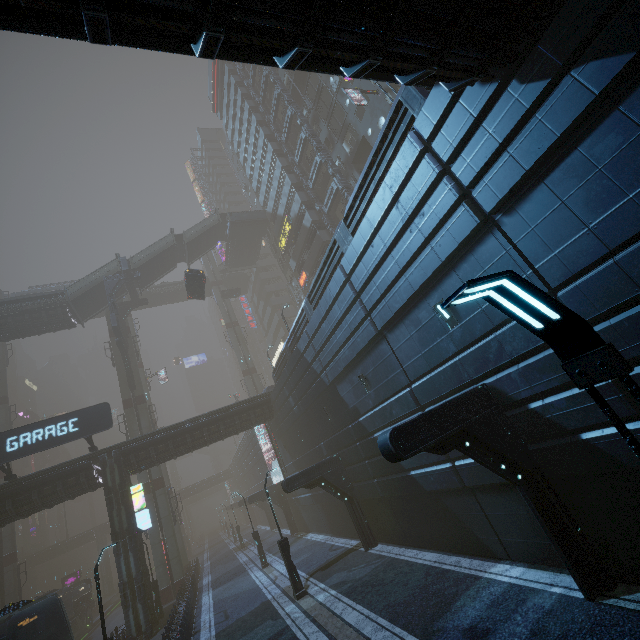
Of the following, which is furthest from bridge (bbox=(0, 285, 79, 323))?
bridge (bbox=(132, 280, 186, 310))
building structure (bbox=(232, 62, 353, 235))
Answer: building structure (bbox=(232, 62, 353, 235))

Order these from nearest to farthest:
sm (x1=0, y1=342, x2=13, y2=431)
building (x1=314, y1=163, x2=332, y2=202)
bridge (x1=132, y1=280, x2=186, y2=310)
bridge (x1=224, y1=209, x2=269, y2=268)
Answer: building (x1=314, y1=163, x2=332, y2=202)
sm (x1=0, y1=342, x2=13, y2=431)
bridge (x1=224, y1=209, x2=269, y2=268)
bridge (x1=132, y1=280, x2=186, y2=310)

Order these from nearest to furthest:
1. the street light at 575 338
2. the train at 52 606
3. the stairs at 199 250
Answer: the street light at 575 338, the train at 52 606, the stairs at 199 250

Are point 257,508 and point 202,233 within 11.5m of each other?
no

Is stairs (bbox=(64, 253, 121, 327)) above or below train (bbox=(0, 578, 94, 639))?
above

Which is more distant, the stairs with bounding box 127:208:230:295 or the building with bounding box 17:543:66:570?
the building with bounding box 17:543:66:570

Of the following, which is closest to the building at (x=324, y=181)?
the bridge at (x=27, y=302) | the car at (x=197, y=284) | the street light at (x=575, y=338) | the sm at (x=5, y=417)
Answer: the bridge at (x=27, y=302)

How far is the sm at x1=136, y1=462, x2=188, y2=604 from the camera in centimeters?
2862cm
